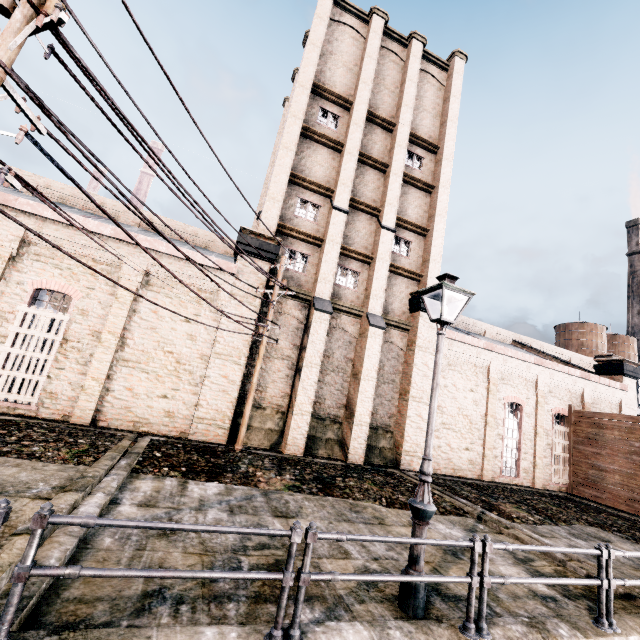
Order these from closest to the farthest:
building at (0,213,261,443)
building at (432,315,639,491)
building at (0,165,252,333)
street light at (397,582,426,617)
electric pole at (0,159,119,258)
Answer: electric pole at (0,159,119,258)
street light at (397,582,426,617)
building at (0,213,261,443)
building at (0,165,252,333)
building at (432,315,639,491)

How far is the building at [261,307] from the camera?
15.2 meters

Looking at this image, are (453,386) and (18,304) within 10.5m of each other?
no

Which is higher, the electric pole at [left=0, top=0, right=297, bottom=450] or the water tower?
the water tower

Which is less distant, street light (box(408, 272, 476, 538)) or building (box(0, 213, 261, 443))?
street light (box(408, 272, 476, 538))

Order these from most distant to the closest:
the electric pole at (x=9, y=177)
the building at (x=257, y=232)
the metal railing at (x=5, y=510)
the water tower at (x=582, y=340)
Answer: the water tower at (x=582, y=340) < the building at (x=257, y=232) < the electric pole at (x=9, y=177) < the metal railing at (x=5, y=510)

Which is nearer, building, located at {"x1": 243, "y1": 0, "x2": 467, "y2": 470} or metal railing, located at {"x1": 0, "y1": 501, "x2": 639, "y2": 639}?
metal railing, located at {"x1": 0, "y1": 501, "x2": 639, "y2": 639}

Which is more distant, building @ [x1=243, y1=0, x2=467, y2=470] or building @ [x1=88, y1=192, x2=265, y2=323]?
building @ [x1=243, y1=0, x2=467, y2=470]
